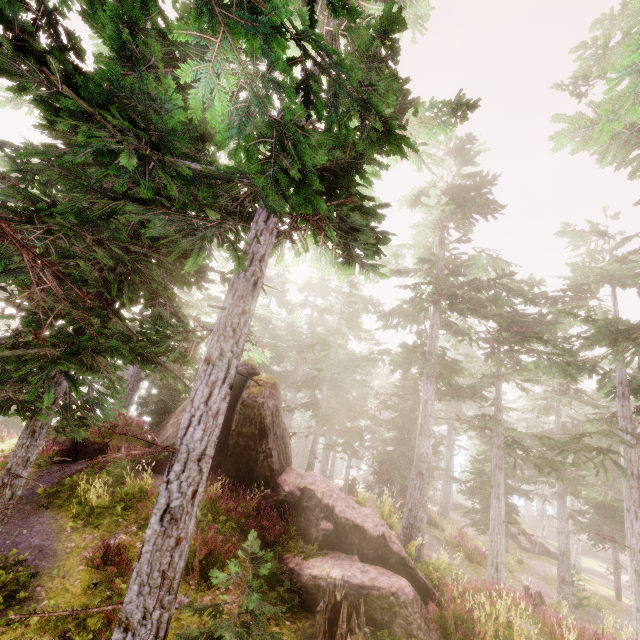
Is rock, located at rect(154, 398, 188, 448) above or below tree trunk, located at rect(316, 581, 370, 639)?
above

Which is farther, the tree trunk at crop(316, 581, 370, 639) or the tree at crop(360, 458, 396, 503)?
the tree at crop(360, 458, 396, 503)

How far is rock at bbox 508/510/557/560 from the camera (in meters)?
28.38

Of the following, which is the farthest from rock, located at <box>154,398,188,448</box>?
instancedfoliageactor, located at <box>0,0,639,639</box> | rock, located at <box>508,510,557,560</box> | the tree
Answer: rock, located at <box>508,510,557,560</box>

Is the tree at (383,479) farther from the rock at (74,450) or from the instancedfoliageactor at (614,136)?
the rock at (74,450)

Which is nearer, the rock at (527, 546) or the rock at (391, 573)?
the rock at (391, 573)

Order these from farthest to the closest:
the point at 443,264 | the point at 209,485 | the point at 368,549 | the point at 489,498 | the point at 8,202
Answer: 1. the point at 8,202
2. the point at 489,498
3. the point at 443,264
4. the point at 209,485
5. the point at 368,549

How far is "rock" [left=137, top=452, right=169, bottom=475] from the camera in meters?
12.7
